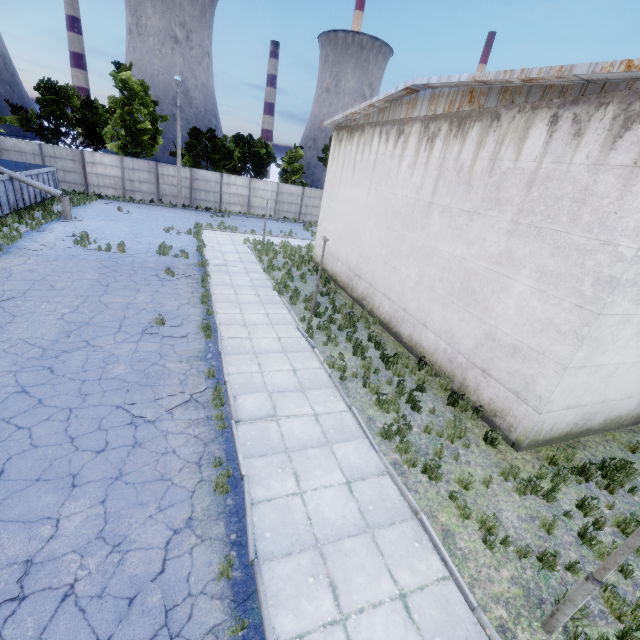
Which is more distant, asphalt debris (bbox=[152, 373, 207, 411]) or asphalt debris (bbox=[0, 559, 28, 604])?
asphalt debris (bbox=[152, 373, 207, 411])

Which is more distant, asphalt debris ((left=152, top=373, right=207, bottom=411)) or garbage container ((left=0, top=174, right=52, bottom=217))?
garbage container ((left=0, top=174, right=52, bottom=217))

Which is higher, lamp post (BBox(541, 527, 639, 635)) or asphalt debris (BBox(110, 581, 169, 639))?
lamp post (BBox(541, 527, 639, 635))

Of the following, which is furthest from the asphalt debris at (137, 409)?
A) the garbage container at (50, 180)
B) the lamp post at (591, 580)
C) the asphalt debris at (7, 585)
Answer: the garbage container at (50, 180)

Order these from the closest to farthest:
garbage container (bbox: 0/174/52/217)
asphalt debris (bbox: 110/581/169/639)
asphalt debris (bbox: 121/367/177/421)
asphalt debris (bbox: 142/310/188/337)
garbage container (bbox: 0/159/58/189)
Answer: asphalt debris (bbox: 110/581/169/639) < asphalt debris (bbox: 121/367/177/421) < asphalt debris (bbox: 142/310/188/337) < garbage container (bbox: 0/174/52/217) < garbage container (bbox: 0/159/58/189)

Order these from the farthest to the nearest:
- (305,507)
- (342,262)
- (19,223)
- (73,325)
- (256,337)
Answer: (19,223), (342,262), (256,337), (73,325), (305,507)

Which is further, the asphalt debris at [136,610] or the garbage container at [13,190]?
the garbage container at [13,190]

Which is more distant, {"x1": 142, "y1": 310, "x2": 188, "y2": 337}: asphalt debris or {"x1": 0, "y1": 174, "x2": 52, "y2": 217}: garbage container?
{"x1": 0, "y1": 174, "x2": 52, "y2": 217}: garbage container
